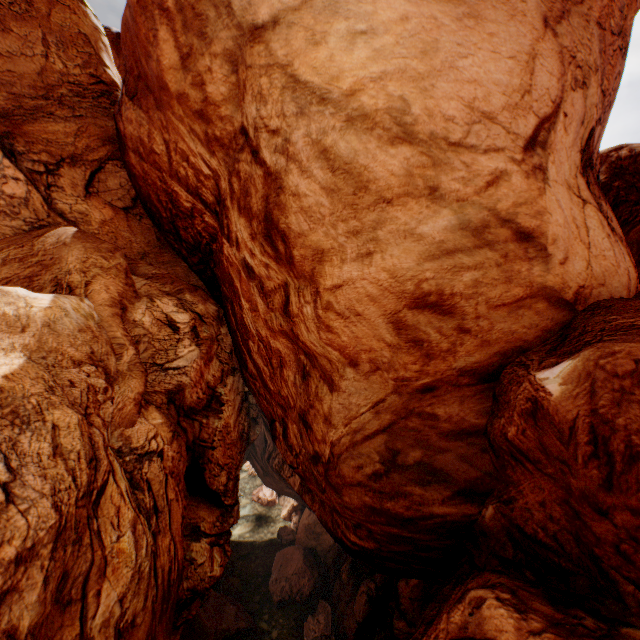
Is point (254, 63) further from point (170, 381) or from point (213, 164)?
point (170, 381)
